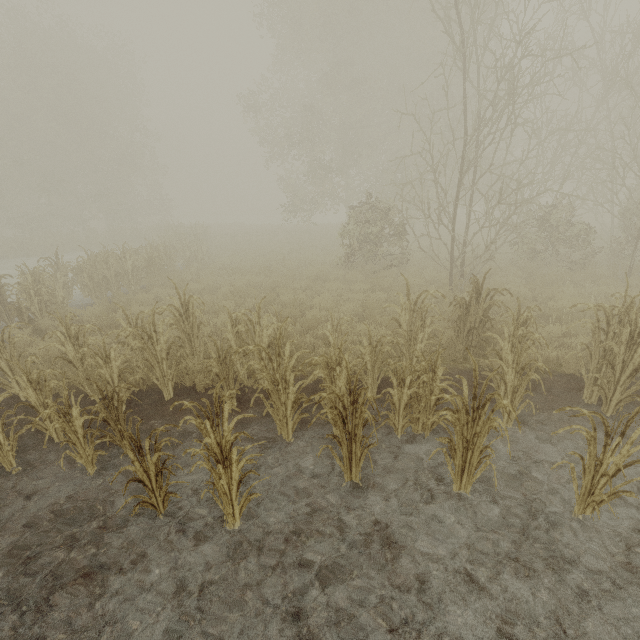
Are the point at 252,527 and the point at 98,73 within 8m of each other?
no
